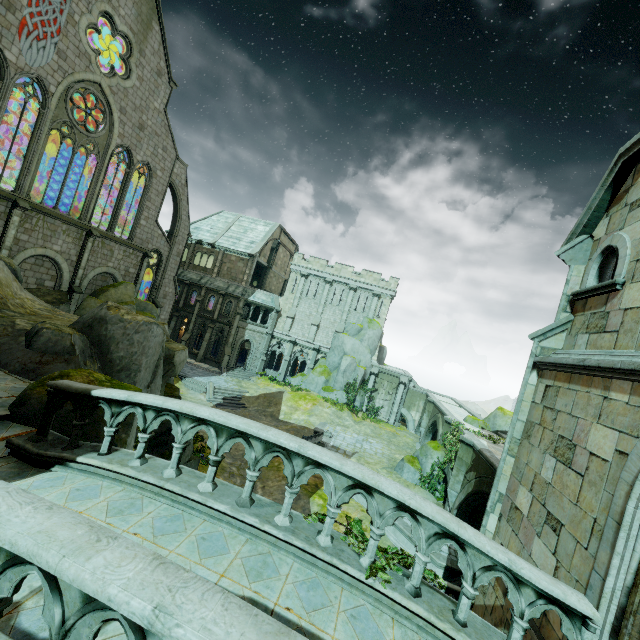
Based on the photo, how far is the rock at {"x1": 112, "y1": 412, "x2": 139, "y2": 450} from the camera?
7.35m

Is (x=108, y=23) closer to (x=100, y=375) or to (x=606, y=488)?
(x=100, y=375)

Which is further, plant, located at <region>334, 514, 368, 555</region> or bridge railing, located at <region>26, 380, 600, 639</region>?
plant, located at <region>334, 514, 368, 555</region>

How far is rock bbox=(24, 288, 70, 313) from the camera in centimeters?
1972cm

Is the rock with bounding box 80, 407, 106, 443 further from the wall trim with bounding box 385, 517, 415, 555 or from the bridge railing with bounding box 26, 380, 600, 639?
the wall trim with bounding box 385, 517, 415, 555

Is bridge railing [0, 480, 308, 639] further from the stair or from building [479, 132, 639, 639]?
the stair

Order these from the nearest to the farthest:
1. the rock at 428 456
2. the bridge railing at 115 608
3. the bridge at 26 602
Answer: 1. the bridge railing at 115 608
2. the bridge at 26 602
3. the rock at 428 456

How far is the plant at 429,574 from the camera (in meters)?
4.61
